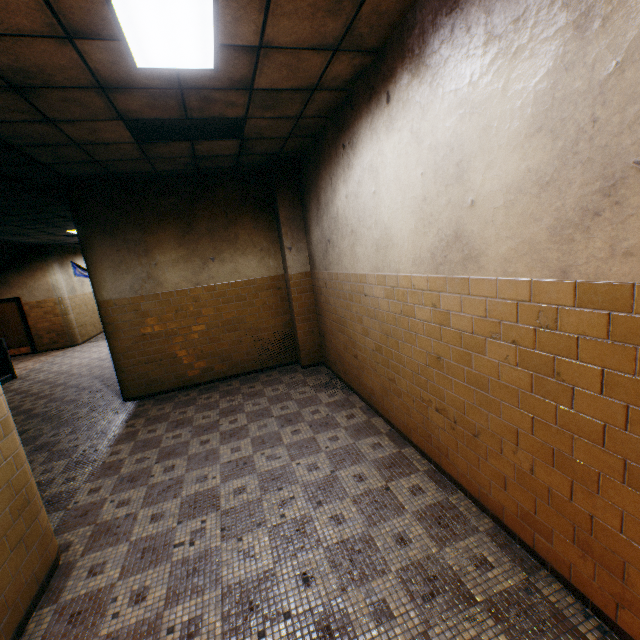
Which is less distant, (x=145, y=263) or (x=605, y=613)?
(x=605, y=613)

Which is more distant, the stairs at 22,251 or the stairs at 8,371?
A: the stairs at 22,251

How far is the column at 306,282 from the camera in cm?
602

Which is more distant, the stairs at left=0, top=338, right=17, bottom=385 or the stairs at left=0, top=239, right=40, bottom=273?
the stairs at left=0, top=239, right=40, bottom=273

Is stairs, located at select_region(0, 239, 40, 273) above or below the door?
above

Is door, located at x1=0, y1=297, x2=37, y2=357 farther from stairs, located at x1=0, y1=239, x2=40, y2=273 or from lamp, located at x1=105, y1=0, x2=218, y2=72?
lamp, located at x1=105, y1=0, x2=218, y2=72

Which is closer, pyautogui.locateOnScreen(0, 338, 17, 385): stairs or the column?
the column

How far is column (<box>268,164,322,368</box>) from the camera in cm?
602
